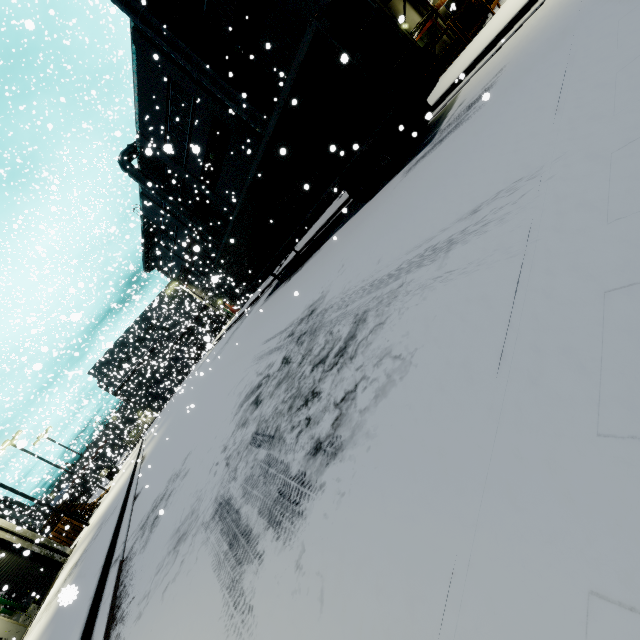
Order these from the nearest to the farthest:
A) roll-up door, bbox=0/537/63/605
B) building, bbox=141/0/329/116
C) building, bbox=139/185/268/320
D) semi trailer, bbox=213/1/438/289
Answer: semi trailer, bbox=213/1/438/289 → building, bbox=141/0/329/116 → roll-up door, bbox=0/537/63/605 → building, bbox=139/185/268/320

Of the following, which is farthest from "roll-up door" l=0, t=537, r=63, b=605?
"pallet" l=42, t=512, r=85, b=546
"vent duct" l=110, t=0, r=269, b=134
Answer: "vent duct" l=110, t=0, r=269, b=134

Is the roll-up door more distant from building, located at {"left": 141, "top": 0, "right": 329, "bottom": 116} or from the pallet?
the pallet

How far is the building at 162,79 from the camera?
19.17m

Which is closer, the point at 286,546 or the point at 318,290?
the point at 286,546

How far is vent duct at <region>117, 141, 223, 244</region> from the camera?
26.94m

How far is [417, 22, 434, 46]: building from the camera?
17.24m
